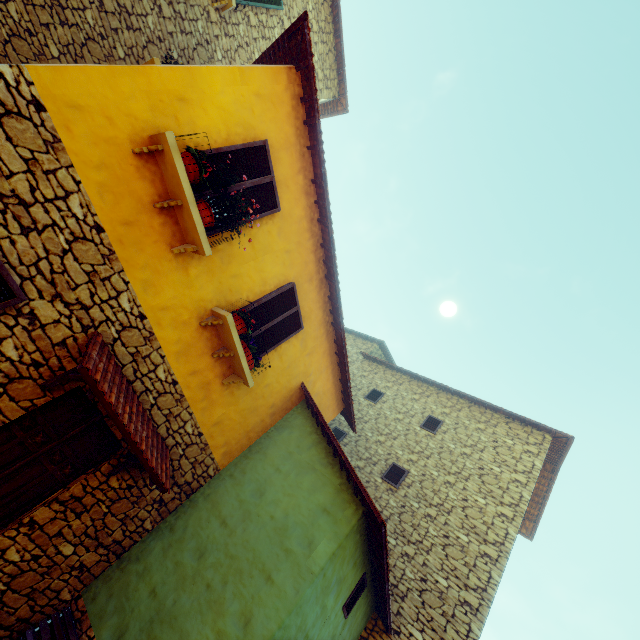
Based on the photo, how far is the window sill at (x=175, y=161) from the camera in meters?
3.8 m

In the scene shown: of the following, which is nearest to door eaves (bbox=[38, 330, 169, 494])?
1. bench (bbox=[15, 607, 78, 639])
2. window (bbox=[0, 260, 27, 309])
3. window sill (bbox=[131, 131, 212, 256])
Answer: window (bbox=[0, 260, 27, 309])

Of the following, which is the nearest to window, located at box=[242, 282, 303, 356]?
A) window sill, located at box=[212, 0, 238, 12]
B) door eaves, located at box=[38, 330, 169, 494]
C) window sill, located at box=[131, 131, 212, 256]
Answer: window sill, located at box=[131, 131, 212, 256]

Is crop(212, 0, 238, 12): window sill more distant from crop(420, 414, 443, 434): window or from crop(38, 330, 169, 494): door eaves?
crop(38, 330, 169, 494): door eaves

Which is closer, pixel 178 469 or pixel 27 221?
pixel 27 221

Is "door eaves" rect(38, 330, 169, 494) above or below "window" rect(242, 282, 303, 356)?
below

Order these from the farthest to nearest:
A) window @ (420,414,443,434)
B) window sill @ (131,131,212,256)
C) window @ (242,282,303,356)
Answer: window @ (420,414,443,434) → window @ (242,282,303,356) → window sill @ (131,131,212,256)

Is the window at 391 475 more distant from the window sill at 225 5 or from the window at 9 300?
the window sill at 225 5
